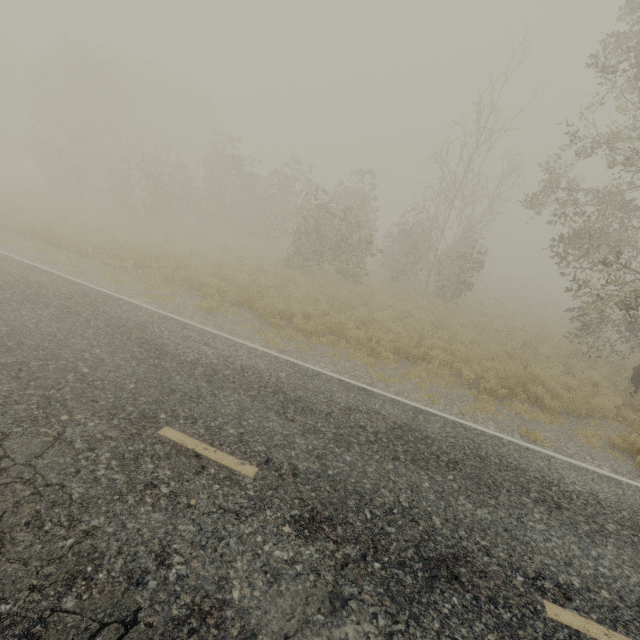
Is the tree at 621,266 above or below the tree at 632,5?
below

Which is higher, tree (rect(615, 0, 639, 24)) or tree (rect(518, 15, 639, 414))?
tree (rect(615, 0, 639, 24))

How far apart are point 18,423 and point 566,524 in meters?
7.6

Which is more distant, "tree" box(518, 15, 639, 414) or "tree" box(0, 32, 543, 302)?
"tree" box(0, 32, 543, 302)
